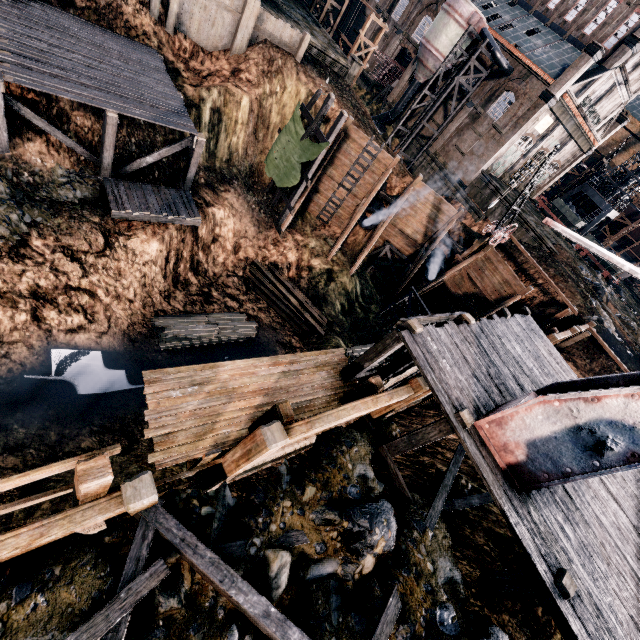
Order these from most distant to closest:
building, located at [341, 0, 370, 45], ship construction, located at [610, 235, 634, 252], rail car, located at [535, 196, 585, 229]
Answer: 1. ship construction, located at [610, 235, 634, 252]
2. building, located at [341, 0, 370, 45]
3. rail car, located at [535, 196, 585, 229]

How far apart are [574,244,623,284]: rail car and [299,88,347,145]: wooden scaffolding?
40.4m

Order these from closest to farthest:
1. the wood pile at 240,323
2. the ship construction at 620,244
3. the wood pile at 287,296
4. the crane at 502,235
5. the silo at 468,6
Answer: the crane at 502,235
the wood pile at 240,323
the wood pile at 287,296
the silo at 468,6
the ship construction at 620,244

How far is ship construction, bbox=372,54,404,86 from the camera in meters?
46.0 m

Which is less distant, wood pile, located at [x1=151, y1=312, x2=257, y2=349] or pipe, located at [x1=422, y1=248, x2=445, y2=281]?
wood pile, located at [x1=151, y1=312, x2=257, y2=349]

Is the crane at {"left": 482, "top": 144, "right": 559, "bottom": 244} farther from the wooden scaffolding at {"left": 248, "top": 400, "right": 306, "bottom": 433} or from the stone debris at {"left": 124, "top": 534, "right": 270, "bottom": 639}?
the stone debris at {"left": 124, "top": 534, "right": 270, "bottom": 639}

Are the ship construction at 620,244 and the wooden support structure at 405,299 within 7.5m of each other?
no

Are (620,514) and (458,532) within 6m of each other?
yes
